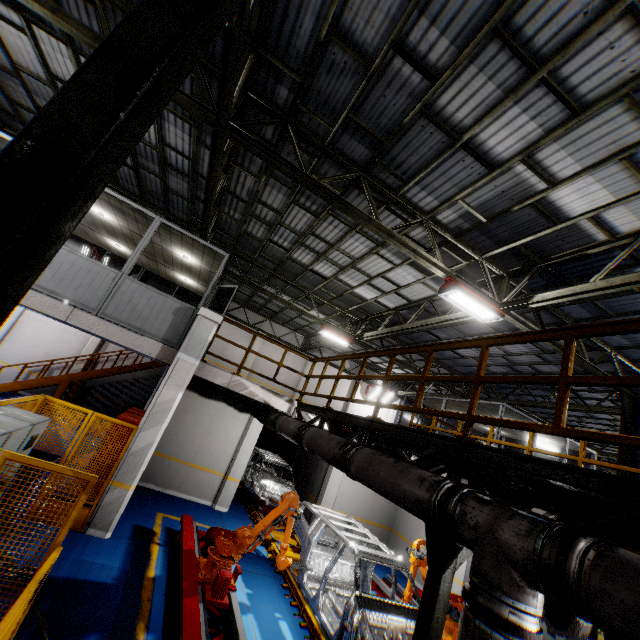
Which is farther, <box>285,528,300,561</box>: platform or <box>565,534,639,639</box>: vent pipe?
<box>285,528,300,561</box>: platform

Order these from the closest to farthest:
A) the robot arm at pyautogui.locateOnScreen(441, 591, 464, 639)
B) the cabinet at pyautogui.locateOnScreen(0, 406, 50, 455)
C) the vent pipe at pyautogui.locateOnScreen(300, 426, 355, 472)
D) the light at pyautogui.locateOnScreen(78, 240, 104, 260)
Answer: the cabinet at pyautogui.locateOnScreen(0, 406, 50, 455), the vent pipe at pyautogui.locateOnScreen(300, 426, 355, 472), the robot arm at pyautogui.locateOnScreen(441, 591, 464, 639), the light at pyautogui.locateOnScreen(78, 240, 104, 260)

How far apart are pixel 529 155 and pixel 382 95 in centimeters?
275cm

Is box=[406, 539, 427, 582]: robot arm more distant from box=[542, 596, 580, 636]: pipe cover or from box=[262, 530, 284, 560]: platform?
box=[542, 596, 580, 636]: pipe cover

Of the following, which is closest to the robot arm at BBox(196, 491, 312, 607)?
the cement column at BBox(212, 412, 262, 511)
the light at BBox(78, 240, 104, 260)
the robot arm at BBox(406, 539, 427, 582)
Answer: the robot arm at BBox(406, 539, 427, 582)

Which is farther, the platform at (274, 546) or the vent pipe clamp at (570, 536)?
the platform at (274, 546)

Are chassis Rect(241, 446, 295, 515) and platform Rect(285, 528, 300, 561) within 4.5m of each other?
yes

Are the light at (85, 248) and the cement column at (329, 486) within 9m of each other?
no
